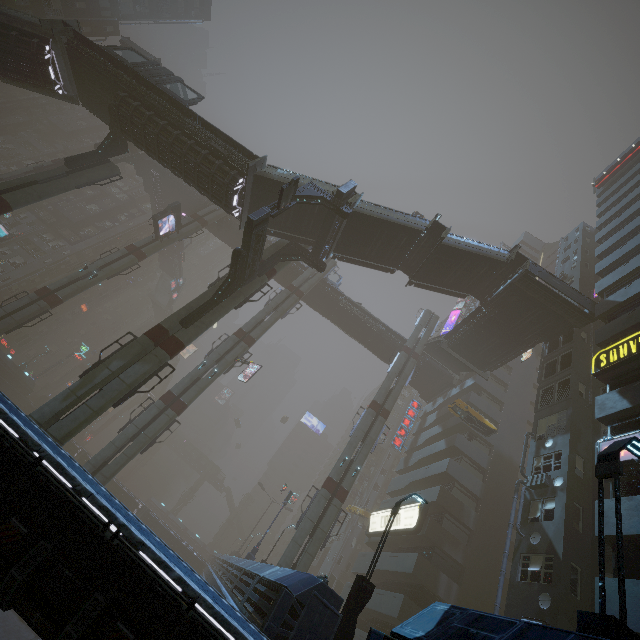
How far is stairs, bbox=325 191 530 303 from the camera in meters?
23.8

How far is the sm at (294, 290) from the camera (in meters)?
23.86

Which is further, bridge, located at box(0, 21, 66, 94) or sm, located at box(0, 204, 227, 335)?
sm, located at box(0, 204, 227, 335)

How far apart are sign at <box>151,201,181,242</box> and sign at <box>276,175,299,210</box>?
20.3 meters

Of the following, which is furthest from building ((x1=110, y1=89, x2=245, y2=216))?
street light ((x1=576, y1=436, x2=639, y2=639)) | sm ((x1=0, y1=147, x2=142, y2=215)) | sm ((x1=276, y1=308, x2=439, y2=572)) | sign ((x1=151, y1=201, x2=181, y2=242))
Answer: street light ((x1=576, y1=436, x2=639, y2=639))

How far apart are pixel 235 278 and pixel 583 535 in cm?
2350

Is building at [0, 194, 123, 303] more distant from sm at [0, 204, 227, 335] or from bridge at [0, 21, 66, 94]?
bridge at [0, 21, 66, 94]

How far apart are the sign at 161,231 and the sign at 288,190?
20.3 meters
